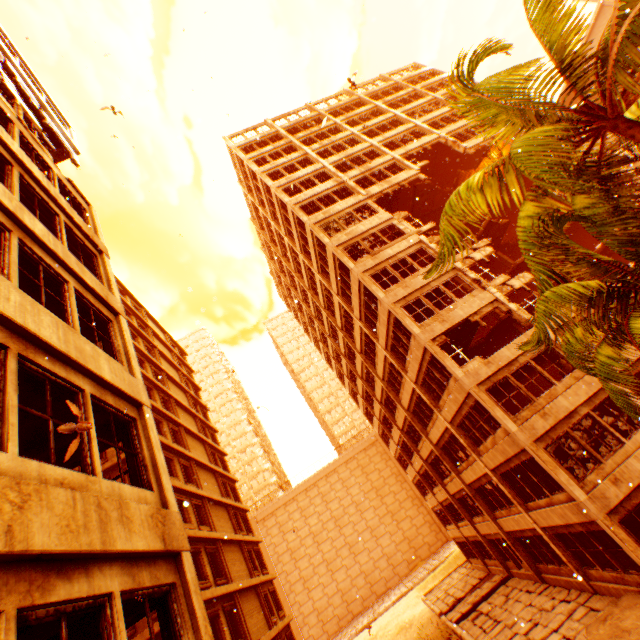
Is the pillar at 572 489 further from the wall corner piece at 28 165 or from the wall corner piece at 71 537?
the wall corner piece at 71 537

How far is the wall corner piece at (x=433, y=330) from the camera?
16.7 meters

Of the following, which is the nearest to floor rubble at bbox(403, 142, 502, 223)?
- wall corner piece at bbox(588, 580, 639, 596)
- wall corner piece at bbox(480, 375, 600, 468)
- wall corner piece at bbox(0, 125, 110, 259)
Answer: wall corner piece at bbox(0, 125, 110, 259)

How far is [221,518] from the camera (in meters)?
24.47

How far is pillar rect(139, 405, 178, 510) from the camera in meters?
5.8

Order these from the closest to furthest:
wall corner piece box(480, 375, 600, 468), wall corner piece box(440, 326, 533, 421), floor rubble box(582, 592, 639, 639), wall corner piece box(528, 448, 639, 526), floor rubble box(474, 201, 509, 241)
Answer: floor rubble box(582, 592, 639, 639) < wall corner piece box(528, 448, 639, 526) < wall corner piece box(480, 375, 600, 468) < wall corner piece box(440, 326, 533, 421) < floor rubble box(474, 201, 509, 241)

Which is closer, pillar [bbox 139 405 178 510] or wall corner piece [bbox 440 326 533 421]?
pillar [bbox 139 405 178 510]

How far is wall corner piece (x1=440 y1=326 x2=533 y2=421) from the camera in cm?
1502
